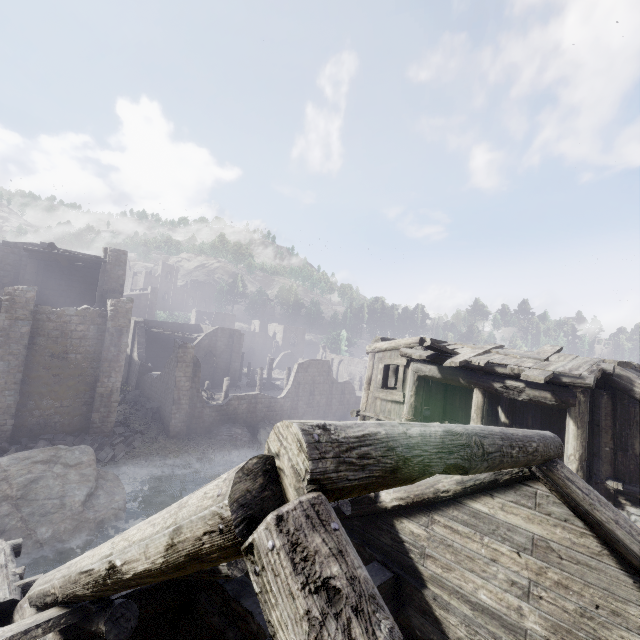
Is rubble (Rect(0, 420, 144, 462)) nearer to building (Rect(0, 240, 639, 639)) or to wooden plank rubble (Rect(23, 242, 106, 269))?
building (Rect(0, 240, 639, 639))

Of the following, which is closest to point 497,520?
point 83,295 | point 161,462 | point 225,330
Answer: point 161,462

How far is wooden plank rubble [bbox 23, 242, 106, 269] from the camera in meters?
22.6 m

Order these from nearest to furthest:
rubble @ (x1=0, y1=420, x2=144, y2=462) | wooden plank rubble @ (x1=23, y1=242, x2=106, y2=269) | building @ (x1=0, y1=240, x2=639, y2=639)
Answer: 1. building @ (x1=0, y1=240, x2=639, y2=639)
2. rubble @ (x1=0, y1=420, x2=144, y2=462)
3. wooden plank rubble @ (x1=23, y1=242, x2=106, y2=269)

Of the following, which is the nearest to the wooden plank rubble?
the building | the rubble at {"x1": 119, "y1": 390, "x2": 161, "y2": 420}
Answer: the building

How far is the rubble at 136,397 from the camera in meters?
26.4

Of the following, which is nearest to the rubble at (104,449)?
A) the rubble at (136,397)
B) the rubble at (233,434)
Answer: the rubble at (136,397)

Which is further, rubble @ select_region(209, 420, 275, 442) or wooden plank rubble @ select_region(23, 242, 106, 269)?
rubble @ select_region(209, 420, 275, 442)
